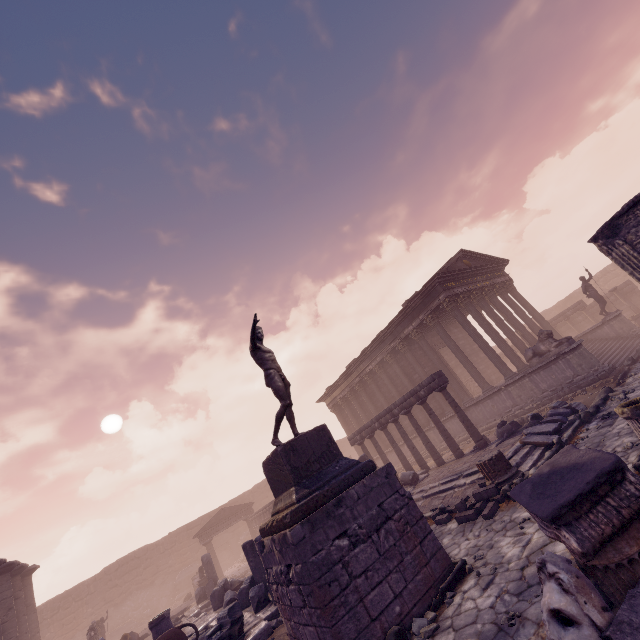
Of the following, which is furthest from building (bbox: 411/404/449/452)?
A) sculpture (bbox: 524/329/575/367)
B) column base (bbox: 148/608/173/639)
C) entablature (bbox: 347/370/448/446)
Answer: column base (bbox: 148/608/173/639)

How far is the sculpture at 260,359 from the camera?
6.8 meters

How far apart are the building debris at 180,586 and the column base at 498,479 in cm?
2856

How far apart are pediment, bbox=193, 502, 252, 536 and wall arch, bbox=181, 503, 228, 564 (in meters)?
7.35

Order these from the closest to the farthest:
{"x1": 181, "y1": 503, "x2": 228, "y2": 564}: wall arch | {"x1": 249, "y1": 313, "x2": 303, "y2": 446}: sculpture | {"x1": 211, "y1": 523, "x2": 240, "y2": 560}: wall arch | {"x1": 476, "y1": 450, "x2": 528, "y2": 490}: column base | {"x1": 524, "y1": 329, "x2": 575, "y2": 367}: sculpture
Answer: {"x1": 249, "y1": 313, "x2": 303, "y2": 446}: sculpture → {"x1": 476, "y1": 450, "x2": 528, "y2": 490}: column base → {"x1": 524, "y1": 329, "x2": 575, "y2": 367}: sculpture → {"x1": 181, "y1": 503, "x2": 228, "y2": 564}: wall arch → {"x1": 211, "y1": 523, "x2": 240, "y2": 560}: wall arch

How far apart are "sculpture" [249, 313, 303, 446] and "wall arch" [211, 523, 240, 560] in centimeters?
3045cm

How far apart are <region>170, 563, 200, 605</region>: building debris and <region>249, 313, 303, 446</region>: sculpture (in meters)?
28.47

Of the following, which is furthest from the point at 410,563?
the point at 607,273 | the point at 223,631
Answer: the point at 607,273
